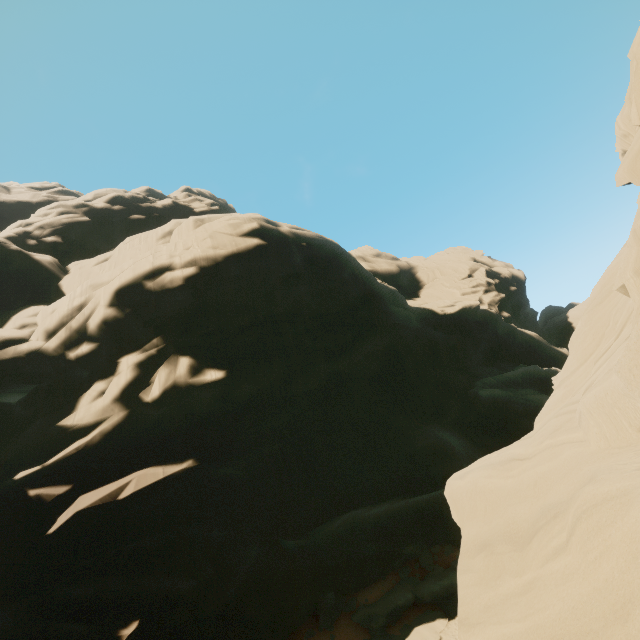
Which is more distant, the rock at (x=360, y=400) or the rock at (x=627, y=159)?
the rock at (x=627, y=159)

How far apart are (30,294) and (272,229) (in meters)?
25.47

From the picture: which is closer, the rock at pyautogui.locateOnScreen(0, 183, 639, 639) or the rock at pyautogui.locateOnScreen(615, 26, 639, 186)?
the rock at pyautogui.locateOnScreen(0, 183, 639, 639)
